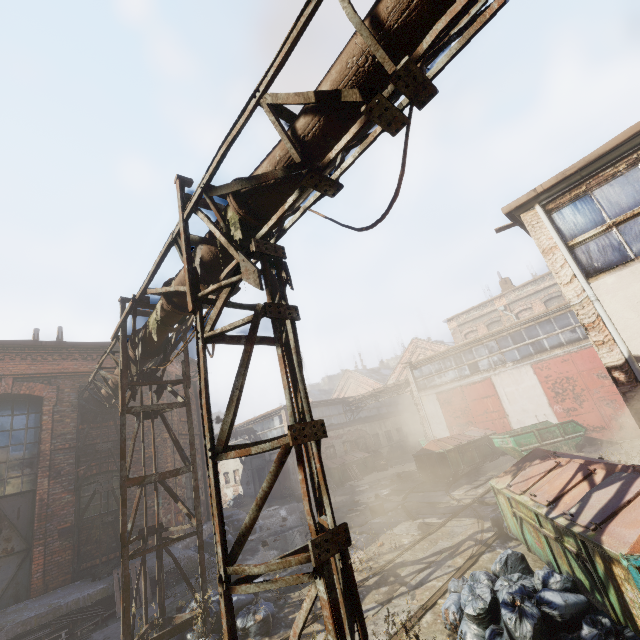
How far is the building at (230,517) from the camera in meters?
14.9 m

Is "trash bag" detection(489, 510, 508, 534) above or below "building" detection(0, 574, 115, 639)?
below

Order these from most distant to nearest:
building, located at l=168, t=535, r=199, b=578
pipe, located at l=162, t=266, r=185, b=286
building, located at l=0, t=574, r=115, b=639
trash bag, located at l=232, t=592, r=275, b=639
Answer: building, located at l=168, t=535, r=199, b=578 < building, located at l=0, t=574, r=115, b=639 < trash bag, located at l=232, t=592, r=275, b=639 < pipe, located at l=162, t=266, r=185, b=286

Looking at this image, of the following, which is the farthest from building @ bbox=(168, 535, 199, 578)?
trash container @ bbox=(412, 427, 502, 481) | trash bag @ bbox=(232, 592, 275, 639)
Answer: trash container @ bbox=(412, 427, 502, 481)

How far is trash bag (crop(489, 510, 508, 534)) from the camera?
7.8m

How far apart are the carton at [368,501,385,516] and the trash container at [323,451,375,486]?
10.1 meters

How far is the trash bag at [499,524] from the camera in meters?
7.8 m

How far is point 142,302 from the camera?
6.2 meters
